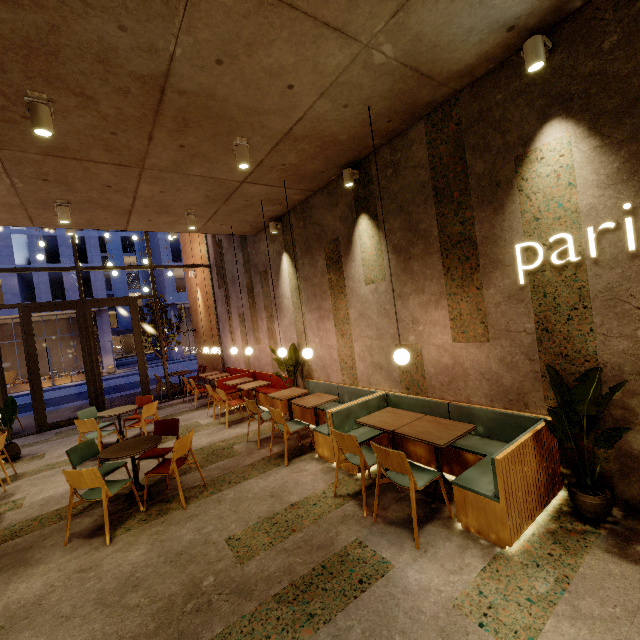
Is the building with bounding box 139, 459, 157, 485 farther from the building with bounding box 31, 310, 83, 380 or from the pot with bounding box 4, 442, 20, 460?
the building with bounding box 31, 310, 83, 380

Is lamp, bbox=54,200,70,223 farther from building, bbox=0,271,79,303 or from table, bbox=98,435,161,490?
building, bbox=0,271,79,303

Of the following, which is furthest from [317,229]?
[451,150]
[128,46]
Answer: [128,46]

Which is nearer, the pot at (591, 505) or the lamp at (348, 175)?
the pot at (591, 505)

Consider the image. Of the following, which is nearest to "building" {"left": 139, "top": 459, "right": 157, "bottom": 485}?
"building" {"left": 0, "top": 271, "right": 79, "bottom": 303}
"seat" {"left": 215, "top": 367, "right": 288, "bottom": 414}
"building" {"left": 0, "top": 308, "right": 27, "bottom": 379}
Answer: "seat" {"left": 215, "top": 367, "right": 288, "bottom": 414}

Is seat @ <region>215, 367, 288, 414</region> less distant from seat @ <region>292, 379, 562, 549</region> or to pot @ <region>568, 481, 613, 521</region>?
seat @ <region>292, 379, 562, 549</region>

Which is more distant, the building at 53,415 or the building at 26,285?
the building at 26,285

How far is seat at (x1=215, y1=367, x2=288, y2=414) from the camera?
7.7m
